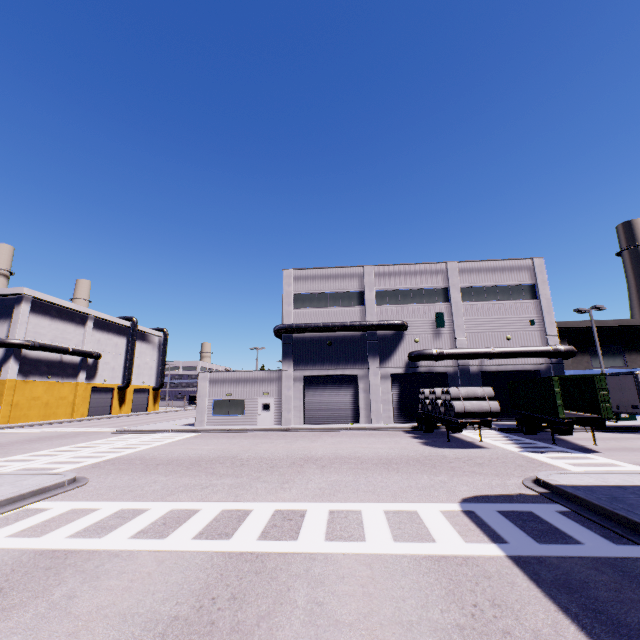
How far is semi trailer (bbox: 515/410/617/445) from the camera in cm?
1572

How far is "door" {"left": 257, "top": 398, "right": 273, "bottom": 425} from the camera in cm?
2912

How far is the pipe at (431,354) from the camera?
27.2m

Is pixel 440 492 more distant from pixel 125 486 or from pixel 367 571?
pixel 125 486

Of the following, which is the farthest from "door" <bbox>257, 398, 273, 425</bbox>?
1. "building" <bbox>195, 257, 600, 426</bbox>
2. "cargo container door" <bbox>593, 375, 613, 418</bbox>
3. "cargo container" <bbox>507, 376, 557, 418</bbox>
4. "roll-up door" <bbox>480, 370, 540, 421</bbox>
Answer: "cargo container door" <bbox>593, 375, 613, 418</bbox>

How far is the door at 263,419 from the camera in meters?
29.1

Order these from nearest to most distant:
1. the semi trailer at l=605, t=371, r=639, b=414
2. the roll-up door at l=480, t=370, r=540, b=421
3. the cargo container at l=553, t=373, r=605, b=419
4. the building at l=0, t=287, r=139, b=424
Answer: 1. the cargo container at l=553, t=373, r=605, b=419
2. the semi trailer at l=605, t=371, r=639, b=414
3. the roll-up door at l=480, t=370, r=540, b=421
4. the building at l=0, t=287, r=139, b=424
